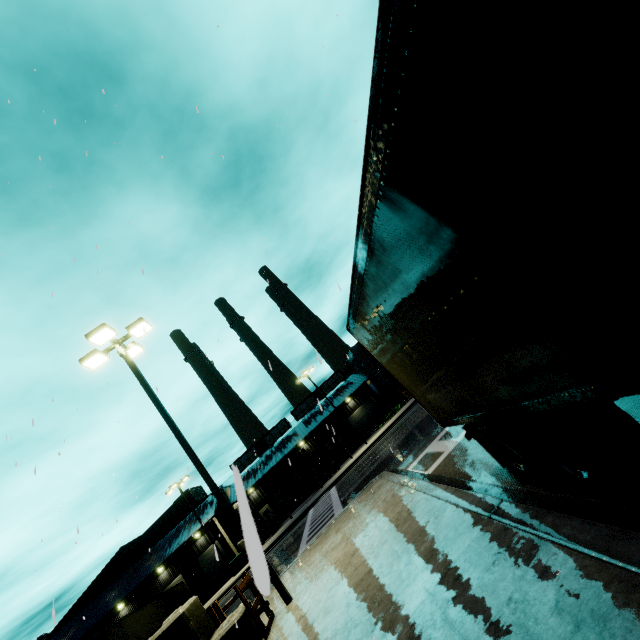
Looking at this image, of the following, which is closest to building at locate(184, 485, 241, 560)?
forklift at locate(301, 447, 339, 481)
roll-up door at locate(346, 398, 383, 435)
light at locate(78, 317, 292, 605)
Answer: roll-up door at locate(346, 398, 383, 435)

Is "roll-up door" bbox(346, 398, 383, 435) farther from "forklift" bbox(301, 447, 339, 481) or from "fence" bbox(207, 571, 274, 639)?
"fence" bbox(207, 571, 274, 639)

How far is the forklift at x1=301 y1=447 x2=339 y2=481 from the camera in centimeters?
3597cm

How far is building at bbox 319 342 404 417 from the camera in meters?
43.4

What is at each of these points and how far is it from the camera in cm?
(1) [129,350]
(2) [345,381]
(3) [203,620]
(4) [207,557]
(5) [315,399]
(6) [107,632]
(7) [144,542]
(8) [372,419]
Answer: (1) light, 1209
(2) building, 5062
(3) concrete block, 813
(4) roll-up door, 3722
(5) building, 5272
(6) semi trailer, 2439
(7) building, 3769
(8) roll-up door, 4875

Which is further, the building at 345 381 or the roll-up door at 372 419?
the roll-up door at 372 419

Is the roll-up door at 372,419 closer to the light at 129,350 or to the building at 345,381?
the building at 345,381
